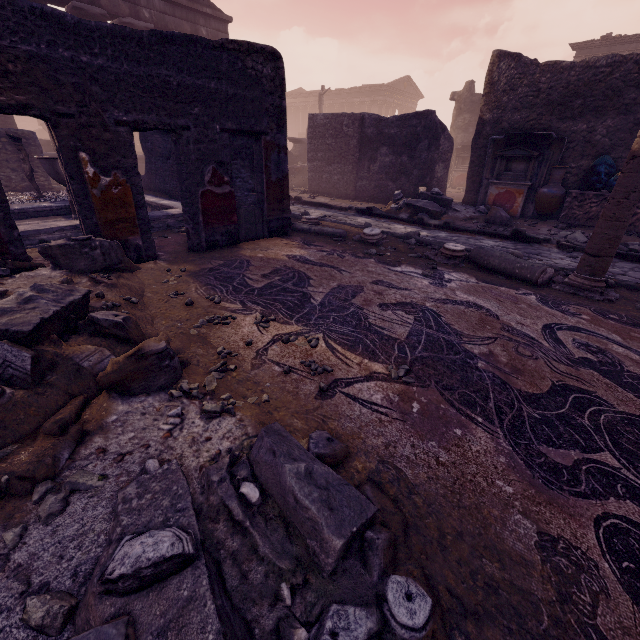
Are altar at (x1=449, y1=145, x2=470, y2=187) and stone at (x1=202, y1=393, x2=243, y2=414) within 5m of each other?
no

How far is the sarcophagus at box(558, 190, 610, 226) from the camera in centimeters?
791cm

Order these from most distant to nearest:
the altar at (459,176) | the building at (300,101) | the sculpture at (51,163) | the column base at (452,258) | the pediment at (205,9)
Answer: the building at (300,101), the altar at (459,176), the pediment at (205,9), the sculpture at (51,163), the column base at (452,258)

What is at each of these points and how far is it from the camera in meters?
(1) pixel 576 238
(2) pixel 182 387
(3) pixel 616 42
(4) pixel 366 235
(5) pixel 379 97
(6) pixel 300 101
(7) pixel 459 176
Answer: (1) rocks, 7.2 m
(2) stone, 2.0 m
(3) entablature, 18.3 m
(4) column base, 6.4 m
(5) building, 33.2 m
(6) building, 39.6 m
(7) altar, 18.2 m

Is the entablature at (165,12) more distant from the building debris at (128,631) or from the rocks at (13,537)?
the building debris at (128,631)

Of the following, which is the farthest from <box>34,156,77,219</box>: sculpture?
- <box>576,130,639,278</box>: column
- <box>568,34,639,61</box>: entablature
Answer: <box>568,34,639,61</box>: entablature

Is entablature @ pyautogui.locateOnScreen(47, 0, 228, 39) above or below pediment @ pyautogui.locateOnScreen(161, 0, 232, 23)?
below

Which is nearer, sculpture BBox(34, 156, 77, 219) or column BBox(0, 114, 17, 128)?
sculpture BBox(34, 156, 77, 219)
